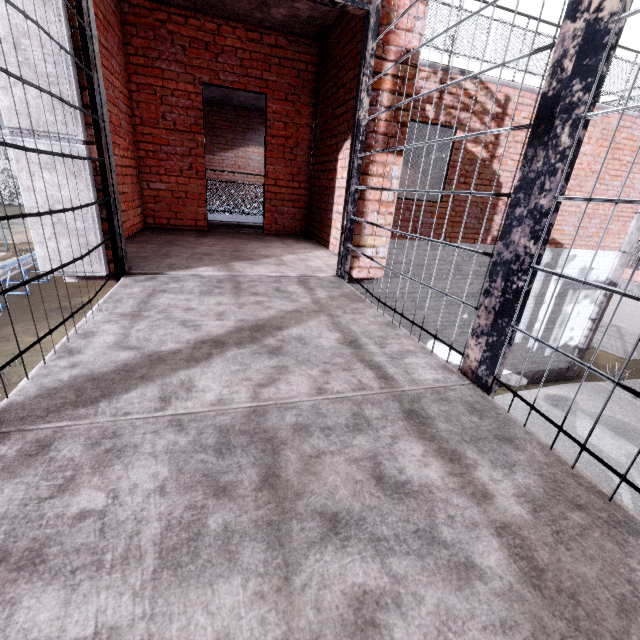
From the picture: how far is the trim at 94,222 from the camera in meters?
2.5 m

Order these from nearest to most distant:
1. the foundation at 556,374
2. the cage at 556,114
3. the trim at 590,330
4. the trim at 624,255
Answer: the cage at 556,114
the trim at 624,255
the trim at 590,330
the foundation at 556,374

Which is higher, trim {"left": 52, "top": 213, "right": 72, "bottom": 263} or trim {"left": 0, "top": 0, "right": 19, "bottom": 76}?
trim {"left": 0, "top": 0, "right": 19, "bottom": 76}

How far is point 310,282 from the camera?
3.10m

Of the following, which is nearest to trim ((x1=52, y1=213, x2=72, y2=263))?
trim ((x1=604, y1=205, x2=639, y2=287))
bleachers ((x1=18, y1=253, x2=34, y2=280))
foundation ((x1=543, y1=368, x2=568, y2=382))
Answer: foundation ((x1=543, y1=368, x2=568, y2=382))

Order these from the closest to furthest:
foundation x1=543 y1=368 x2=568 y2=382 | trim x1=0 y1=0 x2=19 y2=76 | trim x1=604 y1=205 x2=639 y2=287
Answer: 1. trim x1=0 y1=0 x2=19 y2=76
2. trim x1=604 y1=205 x2=639 y2=287
3. foundation x1=543 y1=368 x2=568 y2=382

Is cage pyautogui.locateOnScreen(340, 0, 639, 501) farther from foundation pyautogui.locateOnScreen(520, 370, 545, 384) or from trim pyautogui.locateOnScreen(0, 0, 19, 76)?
foundation pyautogui.locateOnScreen(520, 370, 545, 384)
